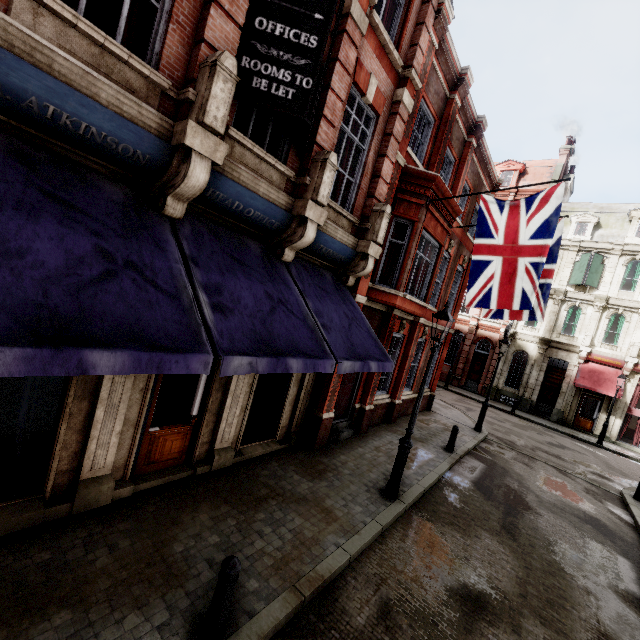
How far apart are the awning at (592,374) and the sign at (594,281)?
5.2 meters

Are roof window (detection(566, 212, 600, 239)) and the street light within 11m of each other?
no

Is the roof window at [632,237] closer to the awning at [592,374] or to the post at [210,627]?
the awning at [592,374]

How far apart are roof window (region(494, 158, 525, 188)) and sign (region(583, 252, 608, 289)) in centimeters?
807cm

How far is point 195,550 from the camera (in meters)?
4.96

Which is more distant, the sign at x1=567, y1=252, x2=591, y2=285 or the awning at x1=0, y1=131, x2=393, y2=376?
the sign at x1=567, y1=252, x2=591, y2=285

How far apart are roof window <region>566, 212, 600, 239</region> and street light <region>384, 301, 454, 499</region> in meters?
26.0

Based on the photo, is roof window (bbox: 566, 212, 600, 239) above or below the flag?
above
